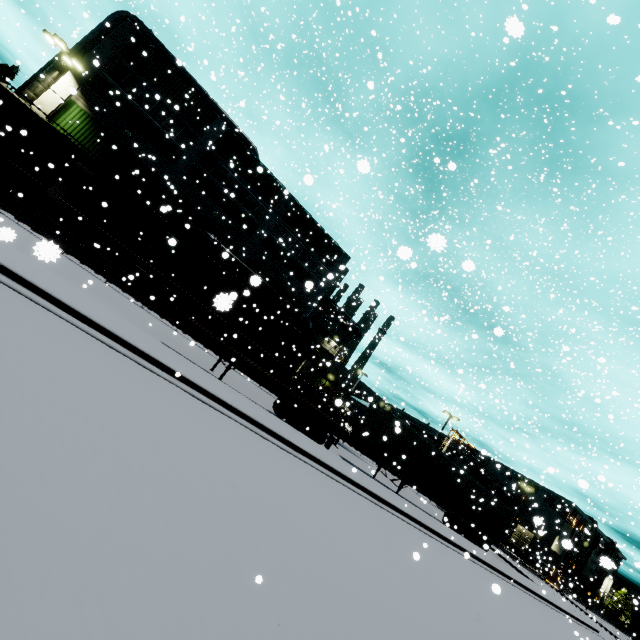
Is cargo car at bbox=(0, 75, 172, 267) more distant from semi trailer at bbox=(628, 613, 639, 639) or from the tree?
the tree

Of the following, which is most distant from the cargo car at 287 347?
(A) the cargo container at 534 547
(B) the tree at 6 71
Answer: (B) the tree at 6 71

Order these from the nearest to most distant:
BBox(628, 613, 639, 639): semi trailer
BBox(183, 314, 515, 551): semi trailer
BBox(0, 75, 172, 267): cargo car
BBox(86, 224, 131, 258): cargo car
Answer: BBox(183, 314, 515, 551): semi trailer → BBox(0, 75, 172, 267): cargo car → BBox(86, 224, 131, 258): cargo car → BBox(628, 613, 639, 639): semi trailer

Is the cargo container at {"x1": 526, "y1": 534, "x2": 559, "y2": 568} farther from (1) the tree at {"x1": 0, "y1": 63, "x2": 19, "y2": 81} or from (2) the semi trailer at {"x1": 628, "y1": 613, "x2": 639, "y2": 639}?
(1) the tree at {"x1": 0, "y1": 63, "x2": 19, "y2": 81}

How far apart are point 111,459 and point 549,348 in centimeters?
4314cm

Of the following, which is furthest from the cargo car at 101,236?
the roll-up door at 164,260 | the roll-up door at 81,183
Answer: the roll-up door at 81,183

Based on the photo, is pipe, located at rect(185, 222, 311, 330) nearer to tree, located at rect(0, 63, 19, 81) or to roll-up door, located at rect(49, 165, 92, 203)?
roll-up door, located at rect(49, 165, 92, 203)

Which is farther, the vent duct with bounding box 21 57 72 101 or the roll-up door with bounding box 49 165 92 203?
the roll-up door with bounding box 49 165 92 203
